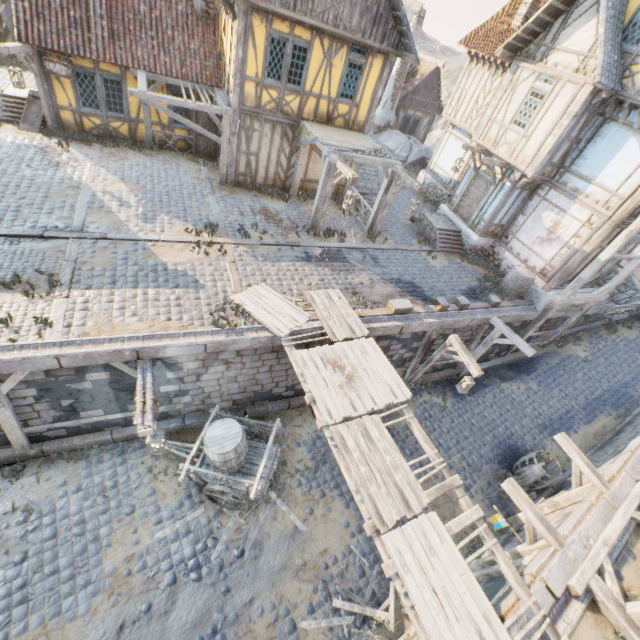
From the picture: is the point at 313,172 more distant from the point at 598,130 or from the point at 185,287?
the point at 598,130

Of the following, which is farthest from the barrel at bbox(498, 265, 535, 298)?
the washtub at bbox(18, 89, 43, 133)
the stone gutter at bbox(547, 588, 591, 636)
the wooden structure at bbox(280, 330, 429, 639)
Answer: the washtub at bbox(18, 89, 43, 133)

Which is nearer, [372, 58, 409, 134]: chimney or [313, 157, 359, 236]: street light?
[313, 157, 359, 236]: street light

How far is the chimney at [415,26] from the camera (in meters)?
20.39

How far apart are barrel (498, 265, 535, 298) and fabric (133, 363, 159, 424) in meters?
13.3

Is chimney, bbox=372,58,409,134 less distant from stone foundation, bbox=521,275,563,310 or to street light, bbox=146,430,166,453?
stone foundation, bbox=521,275,563,310

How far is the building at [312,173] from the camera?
14.1 meters

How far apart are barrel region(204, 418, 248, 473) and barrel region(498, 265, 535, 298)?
11.7m
